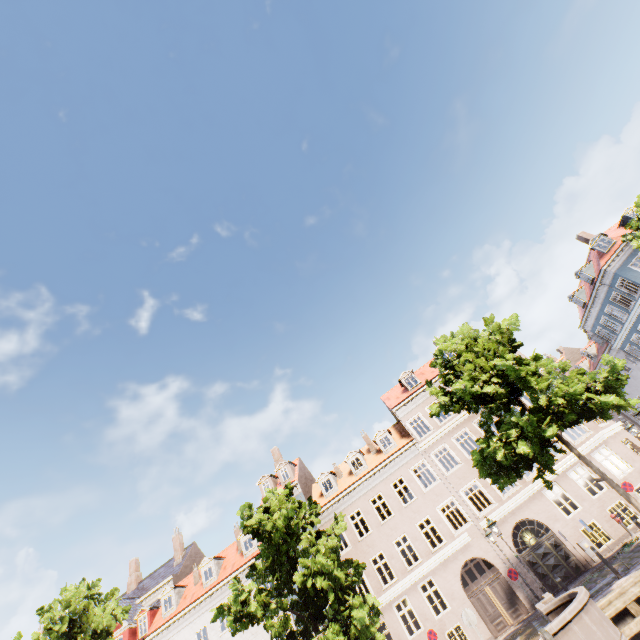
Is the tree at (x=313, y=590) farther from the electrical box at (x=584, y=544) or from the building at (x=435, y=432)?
the electrical box at (x=584, y=544)

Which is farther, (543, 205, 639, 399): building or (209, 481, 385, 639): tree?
(543, 205, 639, 399): building

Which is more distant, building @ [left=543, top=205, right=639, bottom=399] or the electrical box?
building @ [left=543, top=205, right=639, bottom=399]

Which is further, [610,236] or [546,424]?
[610,236]

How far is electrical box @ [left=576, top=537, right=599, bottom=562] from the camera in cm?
1783

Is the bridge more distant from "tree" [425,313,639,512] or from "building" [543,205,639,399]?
"building" [543,205,639,399]

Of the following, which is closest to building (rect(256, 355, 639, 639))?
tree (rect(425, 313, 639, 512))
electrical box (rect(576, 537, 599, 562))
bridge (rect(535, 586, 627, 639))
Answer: electrical box (rect(576, 537, 599, 562))

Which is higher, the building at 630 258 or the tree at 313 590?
the building at 630 258
